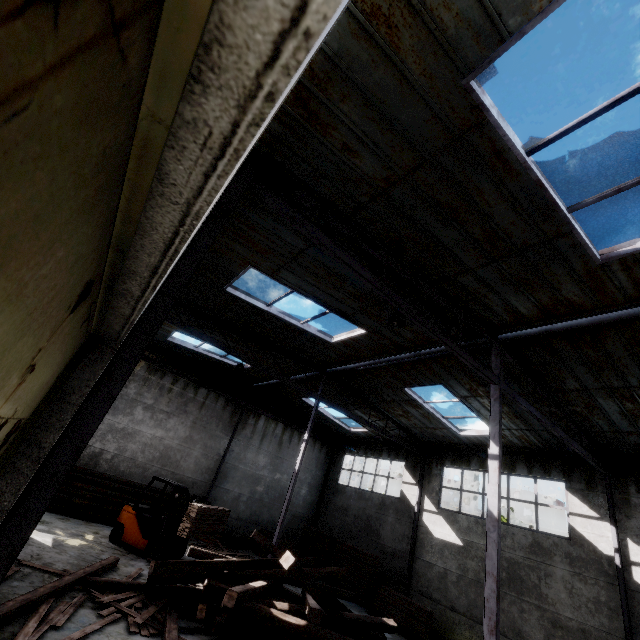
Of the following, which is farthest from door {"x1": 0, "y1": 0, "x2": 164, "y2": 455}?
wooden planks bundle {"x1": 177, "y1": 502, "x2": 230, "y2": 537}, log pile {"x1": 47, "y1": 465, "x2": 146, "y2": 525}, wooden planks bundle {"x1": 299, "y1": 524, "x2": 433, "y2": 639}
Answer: wooden planks bundle {"x1": 299, "y1": 524, "x2": 433, "y2": 639}

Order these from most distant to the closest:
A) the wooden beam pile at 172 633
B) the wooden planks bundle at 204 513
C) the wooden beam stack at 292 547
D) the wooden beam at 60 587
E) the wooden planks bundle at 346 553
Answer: the wooden beam stack at 292 547 → the wooden planks bundle at 346 553 → the wooden planks bundle at 204 513 → the wooden beam pile at 172 633 → the wooden beam at 60 587

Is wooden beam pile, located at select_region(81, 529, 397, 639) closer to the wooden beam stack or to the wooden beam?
the wooden beam

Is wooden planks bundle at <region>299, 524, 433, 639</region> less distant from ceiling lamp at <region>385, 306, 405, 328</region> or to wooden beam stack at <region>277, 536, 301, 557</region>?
wooden beam stack at <region>277, 536, 301, 557</region>

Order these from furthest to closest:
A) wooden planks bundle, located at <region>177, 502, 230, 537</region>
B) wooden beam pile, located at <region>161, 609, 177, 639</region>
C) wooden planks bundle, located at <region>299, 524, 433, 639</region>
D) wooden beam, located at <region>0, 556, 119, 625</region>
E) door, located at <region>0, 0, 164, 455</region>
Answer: wooden planks bundle, located at <region>299, 524, 433, 639</region>, wooden planks bundle, located at <region>177, 502, 230, 537</region>, wooden beam pile, located at <region>161, 609, 177, 639</region>, wooden beam, located at <region>0, 556, 119, 625</region>, door, located at <region>0, 0, 164, 455</region>

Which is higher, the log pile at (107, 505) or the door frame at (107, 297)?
the door frame at (107, 297)

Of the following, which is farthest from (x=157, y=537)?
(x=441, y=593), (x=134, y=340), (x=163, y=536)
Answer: (x=441, y=593)

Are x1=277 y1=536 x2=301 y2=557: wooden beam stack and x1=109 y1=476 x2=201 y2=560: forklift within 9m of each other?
yes
